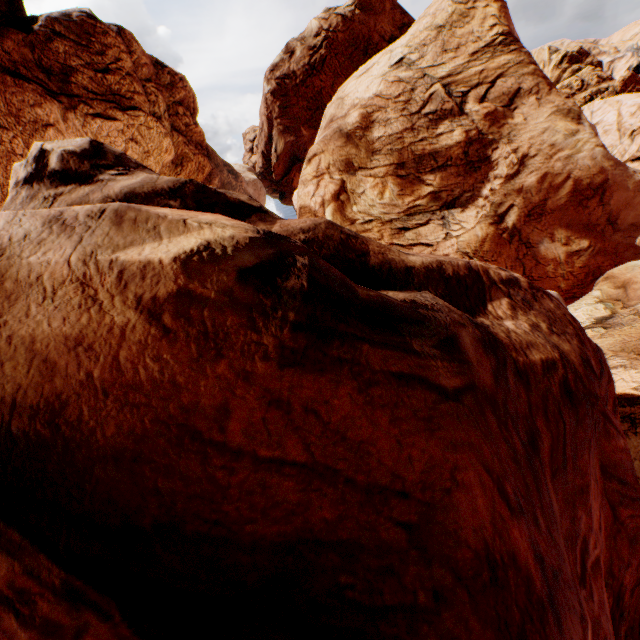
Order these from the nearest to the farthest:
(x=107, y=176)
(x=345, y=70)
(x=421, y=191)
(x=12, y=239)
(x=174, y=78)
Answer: (x=12, y=239), (x=107, y=176), (x=421, y=191), (x=174, y=78), (x=345, y=70)
